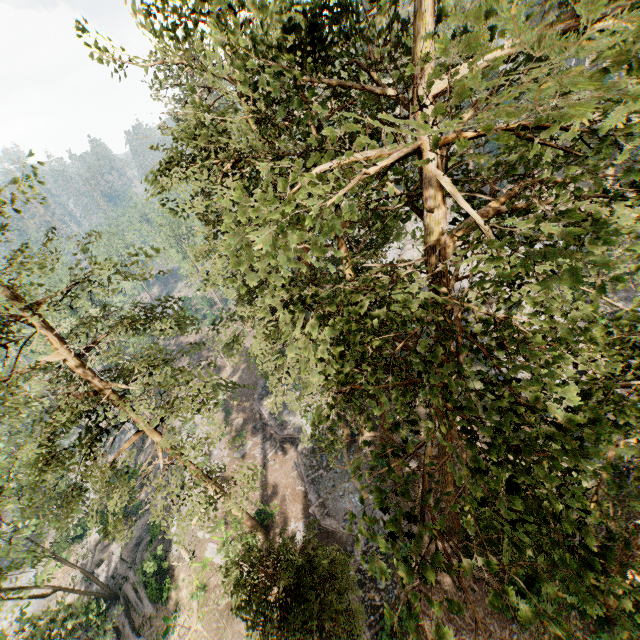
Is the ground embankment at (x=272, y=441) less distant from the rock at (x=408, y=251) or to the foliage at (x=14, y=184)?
the foliage at (x=14, y=184)

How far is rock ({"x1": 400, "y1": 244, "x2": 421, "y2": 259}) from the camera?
38.47m

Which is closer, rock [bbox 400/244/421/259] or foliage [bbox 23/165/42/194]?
foliage [bbox 23/165/42/194]

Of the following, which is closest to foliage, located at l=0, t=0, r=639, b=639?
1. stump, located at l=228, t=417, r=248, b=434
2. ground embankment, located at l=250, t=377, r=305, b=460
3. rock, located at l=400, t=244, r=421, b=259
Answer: ground embankment, located at l=250, t=377, r=305, b=460

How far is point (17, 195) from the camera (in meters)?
10.55

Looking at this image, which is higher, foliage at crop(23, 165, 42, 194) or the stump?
foliage at crop(23, 165, 42, 194)

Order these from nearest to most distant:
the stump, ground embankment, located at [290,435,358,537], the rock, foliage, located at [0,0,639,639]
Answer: foliage, located at [0,0,639,639]
ground embankment, located at [290,435,358,537]
the stump
the rock
